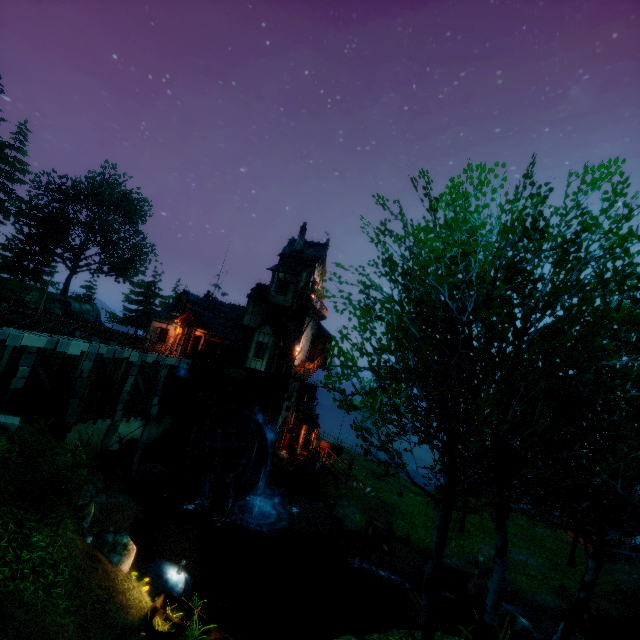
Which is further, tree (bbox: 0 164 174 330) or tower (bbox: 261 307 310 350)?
tree (bbox: 0 164 174 330)

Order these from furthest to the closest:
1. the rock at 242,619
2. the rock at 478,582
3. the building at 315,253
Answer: the building at 315,253
the rock at 478,582
the rock at 242,619

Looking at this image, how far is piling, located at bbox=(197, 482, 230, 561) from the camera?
20.3 meters

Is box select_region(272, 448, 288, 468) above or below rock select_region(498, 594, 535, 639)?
above

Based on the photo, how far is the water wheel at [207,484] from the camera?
22.88m

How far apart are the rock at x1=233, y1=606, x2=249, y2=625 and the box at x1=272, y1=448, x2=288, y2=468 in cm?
1094

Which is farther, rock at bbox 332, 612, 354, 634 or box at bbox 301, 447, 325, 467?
box at bbox 301, 447, 325, 467

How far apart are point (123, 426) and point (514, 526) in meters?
34.7
